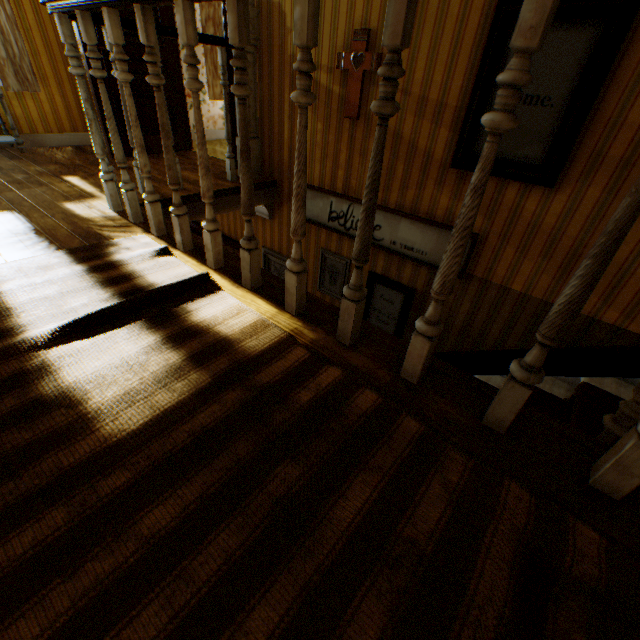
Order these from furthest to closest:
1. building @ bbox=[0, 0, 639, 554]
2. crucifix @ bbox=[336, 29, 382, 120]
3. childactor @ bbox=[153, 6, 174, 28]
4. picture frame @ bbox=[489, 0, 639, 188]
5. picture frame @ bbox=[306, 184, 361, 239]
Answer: childactor @ bbox=[153, 6, 174, 28] → picture frame @ bbox=[306, 184, 361, 239] → crucifix @ bbox=[336, 29, 382, 120] → picture frame @ bbox=[489, 0, 639, 188] → building @ bbox=[0, 0, 639, 554]

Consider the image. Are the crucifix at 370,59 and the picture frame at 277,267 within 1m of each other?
no

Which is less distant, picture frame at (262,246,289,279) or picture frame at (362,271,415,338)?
picture frame at (362,271,415,338)

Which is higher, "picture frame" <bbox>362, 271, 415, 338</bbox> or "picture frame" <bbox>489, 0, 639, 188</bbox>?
"picture frame" <bbox>489, 0, 639, 188</bbox>

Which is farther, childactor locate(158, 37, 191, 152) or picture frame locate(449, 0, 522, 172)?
childactor locate(158, 37, 191, 152)

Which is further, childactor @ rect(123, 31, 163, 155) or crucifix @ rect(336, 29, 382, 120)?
childactor @ rect(123, 31, 163, 155)

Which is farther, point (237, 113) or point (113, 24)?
point (237, 113)

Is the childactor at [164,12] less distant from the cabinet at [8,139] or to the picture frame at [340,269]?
the cabinet at [8,139]
